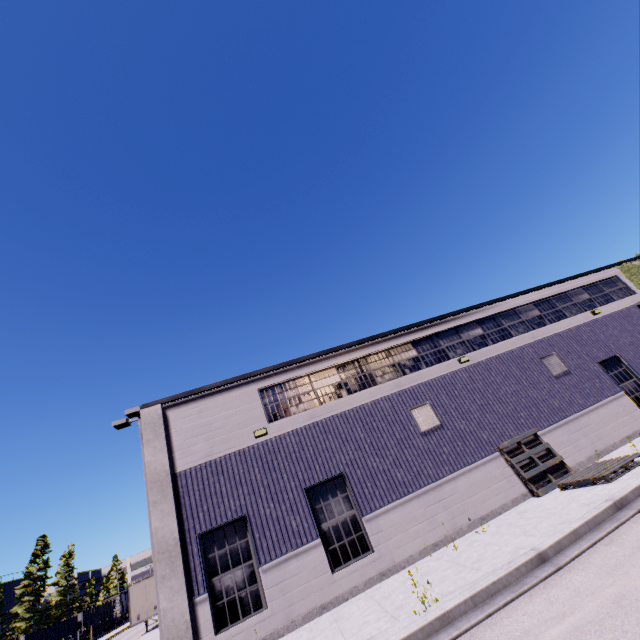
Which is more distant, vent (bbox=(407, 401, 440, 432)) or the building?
vent (bbox=(407, 401, 440, 432))

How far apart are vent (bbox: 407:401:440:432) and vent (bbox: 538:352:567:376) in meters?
6.2

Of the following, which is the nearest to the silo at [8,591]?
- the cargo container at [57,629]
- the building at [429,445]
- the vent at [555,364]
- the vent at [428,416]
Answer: the cargo container at [57,629]

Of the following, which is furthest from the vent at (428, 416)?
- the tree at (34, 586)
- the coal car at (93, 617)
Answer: the coal car at (93, 617)

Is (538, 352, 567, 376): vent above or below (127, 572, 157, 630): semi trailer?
above

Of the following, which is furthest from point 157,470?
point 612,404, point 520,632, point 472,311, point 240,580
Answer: point 612,404

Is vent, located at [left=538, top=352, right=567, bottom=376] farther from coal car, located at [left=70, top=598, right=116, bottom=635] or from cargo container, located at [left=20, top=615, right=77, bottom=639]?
coal car, located at [left=70, top=598, right=116, bottom=635]

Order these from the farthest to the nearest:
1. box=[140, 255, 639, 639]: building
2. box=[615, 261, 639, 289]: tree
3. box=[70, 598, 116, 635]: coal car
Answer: box=[70, 598, 116, 635]: coal car, box=[615, 261, 639, 289]: tree, box=[140, 255, 639, 639]: building
